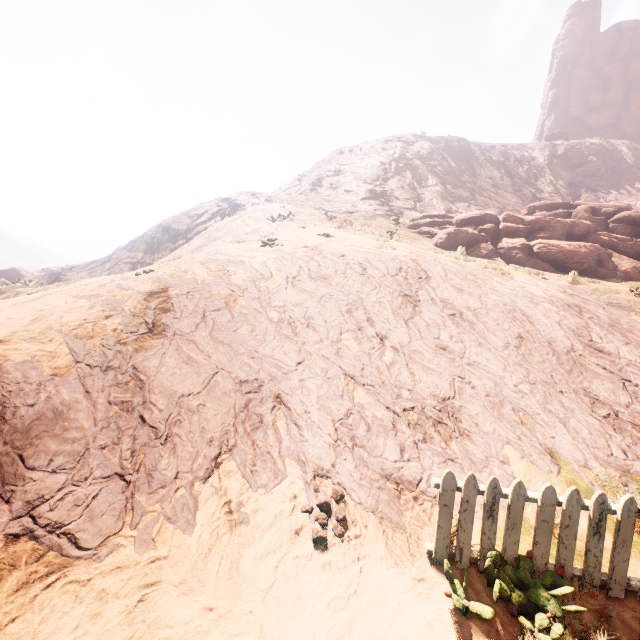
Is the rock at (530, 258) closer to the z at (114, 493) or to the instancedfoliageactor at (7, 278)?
the z at (114, 493)

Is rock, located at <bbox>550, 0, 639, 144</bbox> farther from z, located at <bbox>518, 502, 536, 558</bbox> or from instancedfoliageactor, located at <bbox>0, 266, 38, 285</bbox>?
instancedfoliageactor, located at <bbox>0, 266, 38, 285</bbox>

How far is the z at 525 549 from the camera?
3.6 meters

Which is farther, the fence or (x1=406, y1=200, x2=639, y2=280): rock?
(x1=406, y1=200, x2=639, y2=280): rock

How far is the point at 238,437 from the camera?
4.3m

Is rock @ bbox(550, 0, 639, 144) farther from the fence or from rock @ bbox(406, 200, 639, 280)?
the fence

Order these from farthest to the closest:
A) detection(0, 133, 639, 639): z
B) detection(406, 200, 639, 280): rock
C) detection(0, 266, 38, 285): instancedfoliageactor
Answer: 1. detection(0, 266, 38, 285): instancedfoliageactor
2. detection(406, 200, 639, 280): rock
3. detection(0, 133, 639, 639): z
